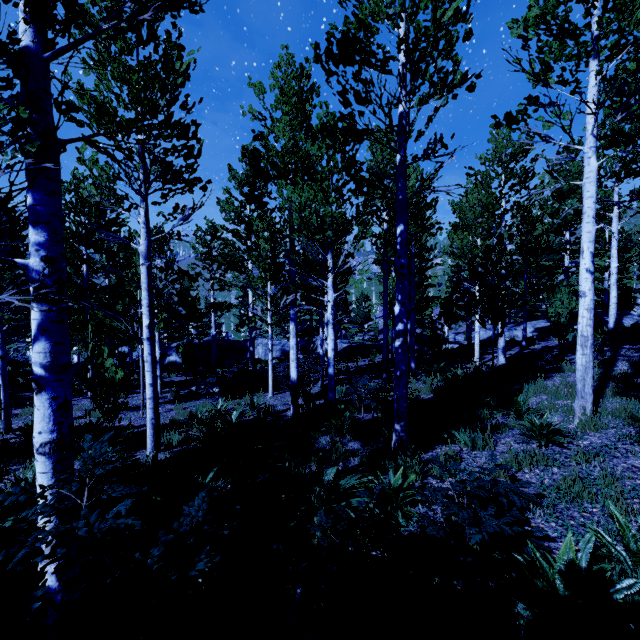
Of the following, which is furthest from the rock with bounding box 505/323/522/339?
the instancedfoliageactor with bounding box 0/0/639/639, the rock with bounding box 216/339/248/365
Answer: the rock with bounding box 216/339/248/365

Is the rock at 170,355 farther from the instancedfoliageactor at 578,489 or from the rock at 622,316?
the rock at 622,316

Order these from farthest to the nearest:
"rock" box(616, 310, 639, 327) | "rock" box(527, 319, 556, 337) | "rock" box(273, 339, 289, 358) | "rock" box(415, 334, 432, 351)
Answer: "rock" box(273, 339, 289, 358) → "rock" box(415, 334, 432, 351) → "rock" box(527, 319, 556, 337) → "rock" box(616, 310, 639, 327)

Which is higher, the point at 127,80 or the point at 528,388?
the point at 127,80

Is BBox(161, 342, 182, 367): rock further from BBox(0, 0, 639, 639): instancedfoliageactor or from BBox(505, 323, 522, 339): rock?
BBox(505, 323, 522, 339): rock

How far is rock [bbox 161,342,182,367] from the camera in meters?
29.2 m

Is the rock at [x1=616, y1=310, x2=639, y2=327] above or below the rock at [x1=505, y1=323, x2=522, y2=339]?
above

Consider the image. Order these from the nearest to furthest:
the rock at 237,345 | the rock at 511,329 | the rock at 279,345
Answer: the rock at 511,329, the rock at 237,345, the rock at 279,345
